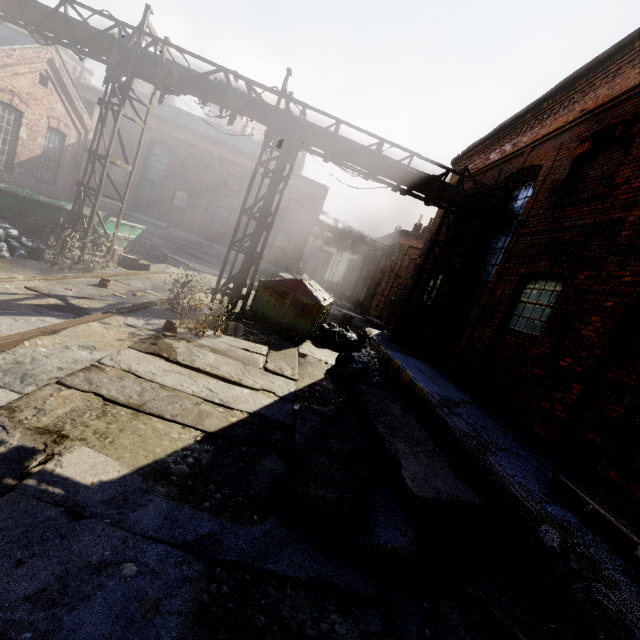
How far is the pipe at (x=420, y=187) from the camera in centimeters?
910cm

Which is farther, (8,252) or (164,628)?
(8,252)

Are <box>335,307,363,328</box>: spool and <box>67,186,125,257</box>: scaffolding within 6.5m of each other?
no

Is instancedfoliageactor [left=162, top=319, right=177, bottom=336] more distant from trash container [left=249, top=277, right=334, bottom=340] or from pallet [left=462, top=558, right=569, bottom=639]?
pallet [left=462, top=558, right=569, bottom=639]

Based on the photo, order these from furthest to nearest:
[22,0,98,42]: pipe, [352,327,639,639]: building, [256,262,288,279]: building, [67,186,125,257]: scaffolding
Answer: [256,262,288,279]: building → [67,186,125,257]: scaffolding → [22,0,98,42]: pipe → [352,327,639,639]: building

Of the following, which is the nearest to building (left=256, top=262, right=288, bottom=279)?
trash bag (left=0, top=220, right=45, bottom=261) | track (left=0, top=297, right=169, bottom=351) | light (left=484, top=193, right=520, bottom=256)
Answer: track (left=0, top=297, right=169, bottom=351)

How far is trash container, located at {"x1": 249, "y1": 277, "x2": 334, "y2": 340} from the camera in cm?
1012

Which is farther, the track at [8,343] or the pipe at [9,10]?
the pipe at [9,10]
